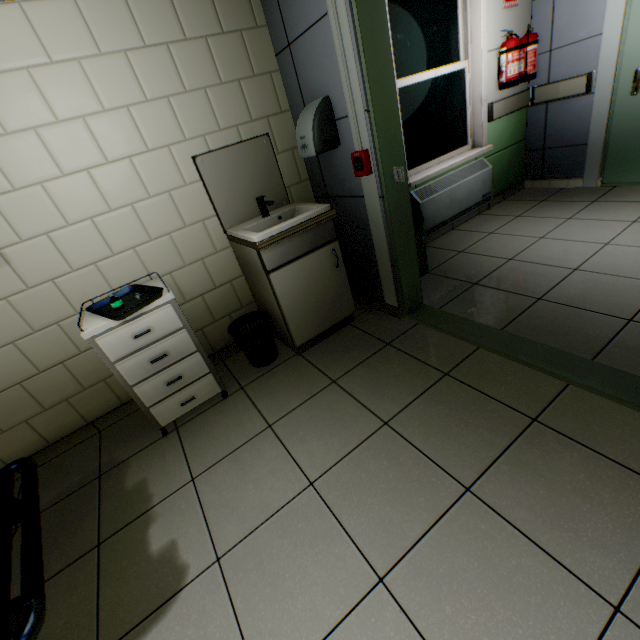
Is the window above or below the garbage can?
above

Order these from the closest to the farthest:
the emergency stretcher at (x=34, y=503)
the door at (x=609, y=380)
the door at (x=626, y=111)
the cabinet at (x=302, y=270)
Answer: the emergency stretcher at (x=34, y=503), the door at (x=609, y=380), the cabinet at (x=302, y=270), the door at (x=626, y=111)

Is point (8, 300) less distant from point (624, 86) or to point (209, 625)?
point (209, 625)

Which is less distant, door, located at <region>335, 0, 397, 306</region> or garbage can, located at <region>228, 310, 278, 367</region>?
door, located at <region>335, 0, 397, 306</region>

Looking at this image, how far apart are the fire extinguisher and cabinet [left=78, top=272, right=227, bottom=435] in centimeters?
394cm

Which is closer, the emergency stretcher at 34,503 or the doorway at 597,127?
the emergency stretcher at 34,503

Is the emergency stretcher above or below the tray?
below

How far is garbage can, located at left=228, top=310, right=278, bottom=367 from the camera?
2.3 meters
